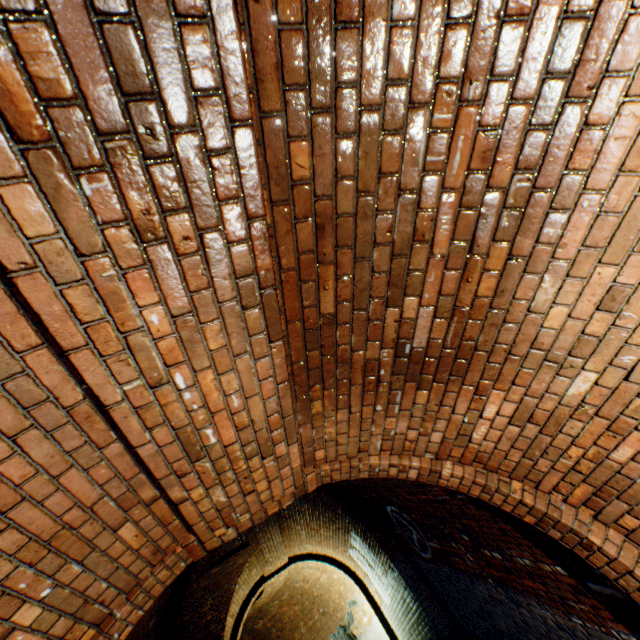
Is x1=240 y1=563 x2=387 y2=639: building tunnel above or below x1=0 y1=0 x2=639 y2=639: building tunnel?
above

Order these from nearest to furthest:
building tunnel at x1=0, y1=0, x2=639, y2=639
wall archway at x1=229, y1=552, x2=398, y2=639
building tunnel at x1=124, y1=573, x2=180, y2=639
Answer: building tunnel at x1=0, y1=0, x2=639, y2=639
building tunnel at x1=124, y1=573, x2=180, y2=639
wall archway at x1=229, y1=552, x2=398, y2=639

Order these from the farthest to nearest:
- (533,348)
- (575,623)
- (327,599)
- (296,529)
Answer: (327,599), (296,529), (575,623), (533,348)

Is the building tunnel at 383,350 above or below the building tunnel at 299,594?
below

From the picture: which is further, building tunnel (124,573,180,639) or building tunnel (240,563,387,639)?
building tunnel (240,563,387,639)

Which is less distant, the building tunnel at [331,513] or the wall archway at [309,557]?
the building tunnel at [331,513]
